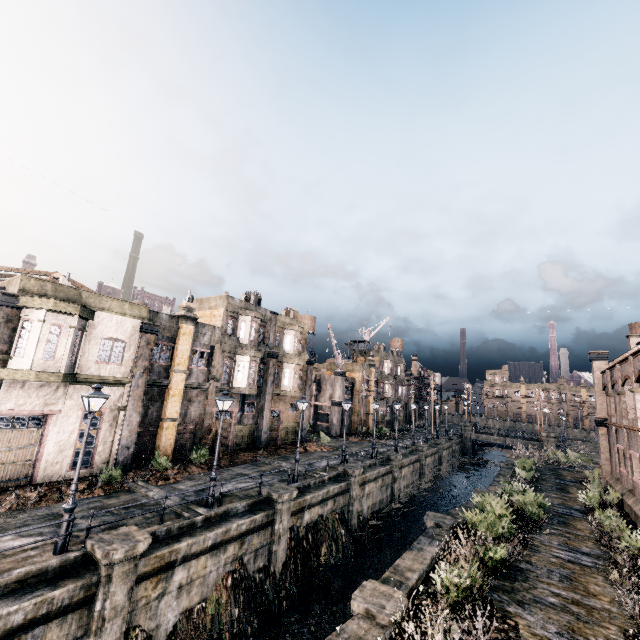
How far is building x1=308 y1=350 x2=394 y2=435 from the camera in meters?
47.4

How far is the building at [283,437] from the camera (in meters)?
34.22

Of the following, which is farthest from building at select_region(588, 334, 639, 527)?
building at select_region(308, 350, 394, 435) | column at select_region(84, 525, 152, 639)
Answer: building at select_region(308, 350, 394, 435)

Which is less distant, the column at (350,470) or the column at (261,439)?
the column at (350,470)

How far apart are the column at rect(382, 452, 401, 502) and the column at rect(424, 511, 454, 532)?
13.6m

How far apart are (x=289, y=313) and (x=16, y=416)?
27.55m

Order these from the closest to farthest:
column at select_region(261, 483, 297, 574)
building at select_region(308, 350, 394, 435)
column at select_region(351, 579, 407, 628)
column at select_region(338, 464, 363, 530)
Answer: column at select_region(351, 579, 407, 628) → column at select_region(261, 483, 297, 574) → column at select_region(338, 464, 363, 530) → building at select_region(308, 350, 394, 435)

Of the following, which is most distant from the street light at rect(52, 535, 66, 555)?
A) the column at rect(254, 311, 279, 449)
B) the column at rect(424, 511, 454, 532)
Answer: the column at rect(254, 311, 279, 449)
